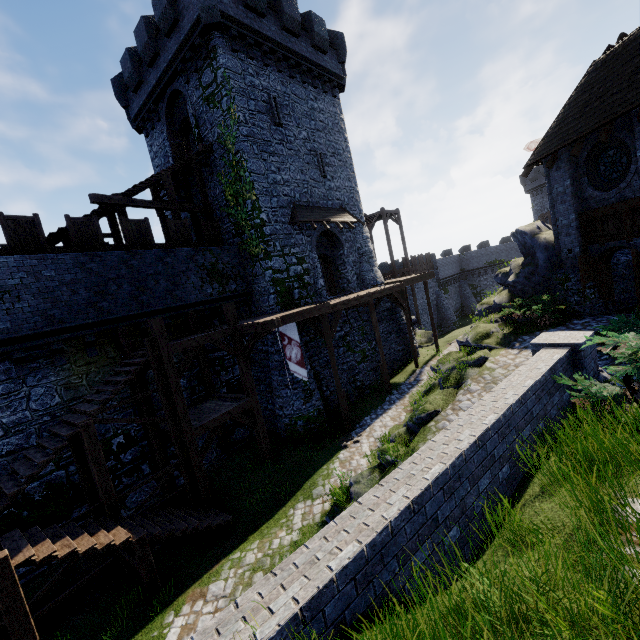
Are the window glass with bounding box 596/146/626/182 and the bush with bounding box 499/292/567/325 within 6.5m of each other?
yes

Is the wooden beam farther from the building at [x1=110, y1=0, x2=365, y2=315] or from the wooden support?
the wooden support

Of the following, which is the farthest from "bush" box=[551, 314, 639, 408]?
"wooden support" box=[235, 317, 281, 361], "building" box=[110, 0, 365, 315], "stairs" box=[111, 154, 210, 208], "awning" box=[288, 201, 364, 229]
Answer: "stairs" box=[111, 154, 210, 208]

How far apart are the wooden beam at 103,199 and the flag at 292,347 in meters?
8.8

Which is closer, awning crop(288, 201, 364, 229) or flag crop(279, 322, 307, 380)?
flag crop(279, 322, 307, 380)

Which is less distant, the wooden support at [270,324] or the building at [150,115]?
the wooden support at [270,324]

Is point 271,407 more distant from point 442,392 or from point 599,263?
point 599,263

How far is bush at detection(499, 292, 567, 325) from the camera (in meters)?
14.12
